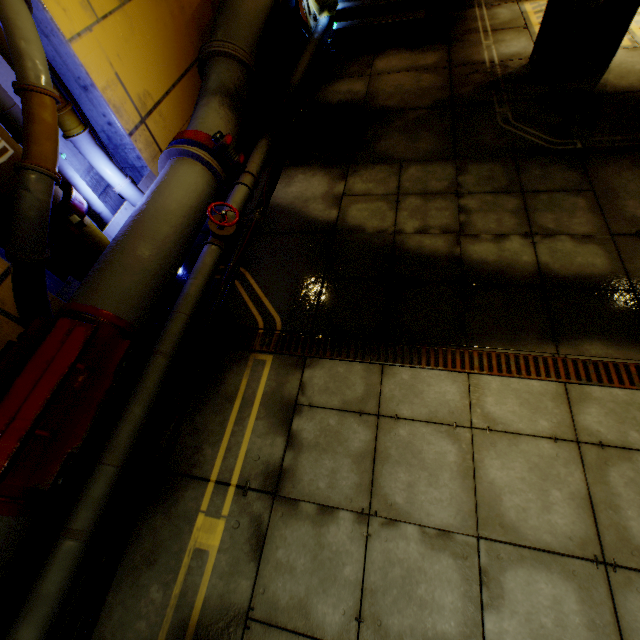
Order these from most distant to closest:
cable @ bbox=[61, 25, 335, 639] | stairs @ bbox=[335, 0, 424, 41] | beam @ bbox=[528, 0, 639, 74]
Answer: stairs @ bbox=[335, 0, 424, 41] → beam @ bbox=[528, 0, 639, 74] → cable @ bbox=[61, 25, 335, 639]

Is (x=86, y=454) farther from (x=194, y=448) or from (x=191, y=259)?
(x=191, y=259)

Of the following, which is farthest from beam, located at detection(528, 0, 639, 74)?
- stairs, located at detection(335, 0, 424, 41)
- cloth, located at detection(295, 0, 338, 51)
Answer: cloth, located at detection(295, 0, 338, 51)

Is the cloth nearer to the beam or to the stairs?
the stairs

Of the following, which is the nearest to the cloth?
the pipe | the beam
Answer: the pipe

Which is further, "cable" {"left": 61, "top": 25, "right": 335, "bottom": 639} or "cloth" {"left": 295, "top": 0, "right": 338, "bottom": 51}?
"cloth" {"left": 295, "top": 0, "right": 338, "bottom": 51}

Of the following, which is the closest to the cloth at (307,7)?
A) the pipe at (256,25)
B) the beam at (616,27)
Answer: the pipe at (256,25)

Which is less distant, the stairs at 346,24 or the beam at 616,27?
the beam at 616,27
